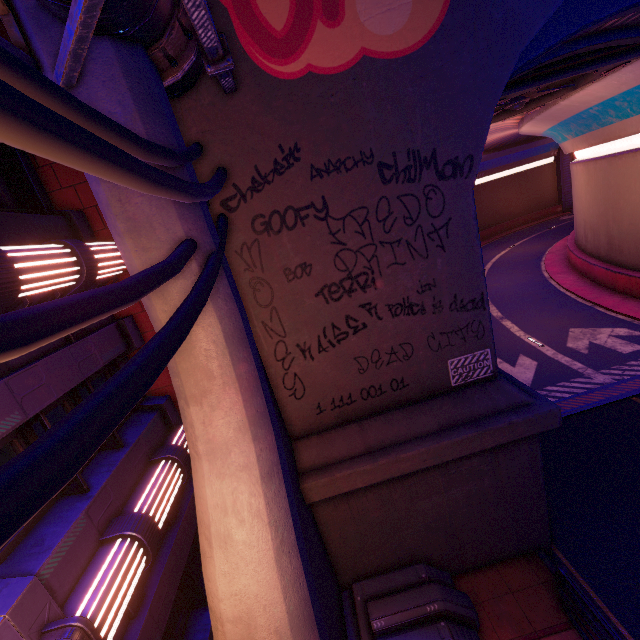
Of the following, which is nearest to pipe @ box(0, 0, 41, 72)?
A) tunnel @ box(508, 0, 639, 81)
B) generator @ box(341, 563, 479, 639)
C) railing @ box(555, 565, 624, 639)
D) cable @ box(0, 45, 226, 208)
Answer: cable @ box(0, 45, 226, 208)

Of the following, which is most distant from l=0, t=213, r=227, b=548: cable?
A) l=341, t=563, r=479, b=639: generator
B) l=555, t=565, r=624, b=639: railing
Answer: l=555, t=565, r=624, b=639: railing

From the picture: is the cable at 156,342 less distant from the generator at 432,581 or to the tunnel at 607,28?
the tunnel at 607,28

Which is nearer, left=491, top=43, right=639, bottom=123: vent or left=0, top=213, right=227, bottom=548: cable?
left=0, top=213, right=227, bottom=548: cable

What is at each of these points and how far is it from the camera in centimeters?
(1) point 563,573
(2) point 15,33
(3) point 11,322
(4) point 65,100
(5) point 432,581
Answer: (1) railing, 596cm
(2) pipe, 337cm
(3) cable, 127cm
(4) cable, 172cm
(5) generator, 635cm

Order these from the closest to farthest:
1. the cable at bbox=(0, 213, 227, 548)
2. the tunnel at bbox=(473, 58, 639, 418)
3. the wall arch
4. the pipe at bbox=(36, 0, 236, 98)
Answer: the cable at bbox=(0, 213, 227, 548)
the pipe at bbox=(36, 0, 236, 98)
the wall arch
the tunnel at bbox=(473, 58, 639, 418)

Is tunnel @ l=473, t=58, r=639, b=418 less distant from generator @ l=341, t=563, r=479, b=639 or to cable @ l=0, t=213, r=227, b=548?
generator @ l=341, t=563, r=479, b=639

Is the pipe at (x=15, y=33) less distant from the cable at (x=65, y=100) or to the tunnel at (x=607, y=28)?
the cable at (x=65, y=100)
